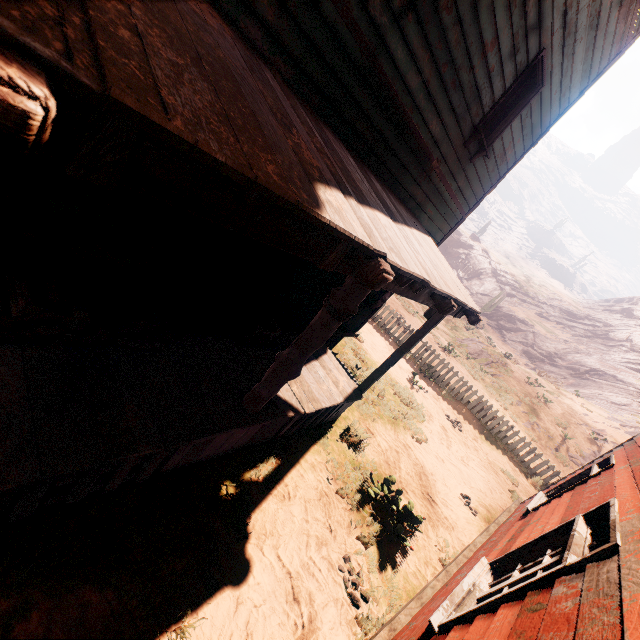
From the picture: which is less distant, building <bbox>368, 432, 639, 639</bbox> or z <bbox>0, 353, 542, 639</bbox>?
building <bbox>368, 432, 639, 639</bbox>

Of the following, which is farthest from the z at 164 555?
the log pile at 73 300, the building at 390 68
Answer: the log pile at 73 300

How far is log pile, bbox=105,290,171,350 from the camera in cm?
368

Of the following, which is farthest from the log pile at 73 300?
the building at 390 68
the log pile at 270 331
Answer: the log pile at 270 331

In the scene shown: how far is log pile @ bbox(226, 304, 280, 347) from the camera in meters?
5.1 m

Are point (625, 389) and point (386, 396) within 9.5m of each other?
no

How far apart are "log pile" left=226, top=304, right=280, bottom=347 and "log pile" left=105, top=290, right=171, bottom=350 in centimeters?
117cm

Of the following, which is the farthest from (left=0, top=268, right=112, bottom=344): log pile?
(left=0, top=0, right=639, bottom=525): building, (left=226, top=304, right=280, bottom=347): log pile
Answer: (left=226, top=304, right=280, bottom=347): log pile
